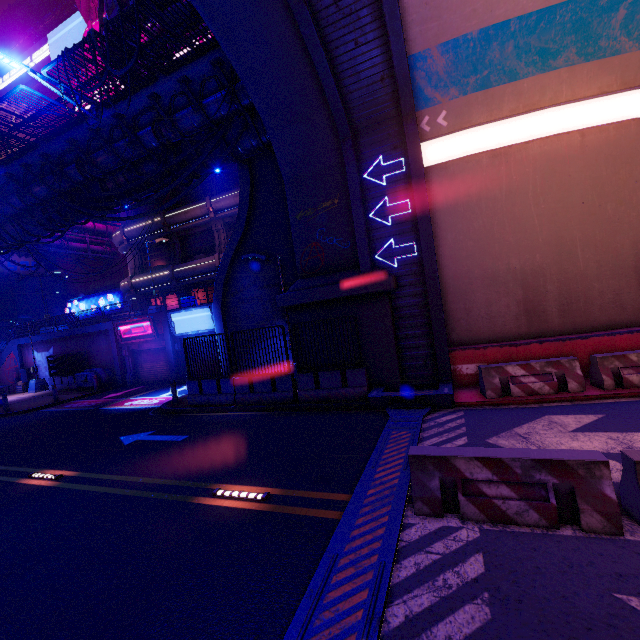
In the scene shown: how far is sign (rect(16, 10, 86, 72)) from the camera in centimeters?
3909cm

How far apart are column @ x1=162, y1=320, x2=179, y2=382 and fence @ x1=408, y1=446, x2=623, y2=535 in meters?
19.5 m

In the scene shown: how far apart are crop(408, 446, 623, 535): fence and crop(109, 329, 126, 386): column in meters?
24.2 m

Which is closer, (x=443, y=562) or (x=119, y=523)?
(x=443, y=562)

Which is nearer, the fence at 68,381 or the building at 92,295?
the fence at 68,381

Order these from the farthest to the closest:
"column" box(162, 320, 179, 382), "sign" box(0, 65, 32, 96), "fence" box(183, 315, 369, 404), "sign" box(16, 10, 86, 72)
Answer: "sign" box(0, 65, 32, 96) < "sign" box(16, 10, 86, 72) < "column" box(162, 320, 179, 382) < "fence" box(183, 315, 369, 404)

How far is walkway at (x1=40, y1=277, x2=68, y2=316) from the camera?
43.6 meters

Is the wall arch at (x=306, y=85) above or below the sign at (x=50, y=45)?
below
